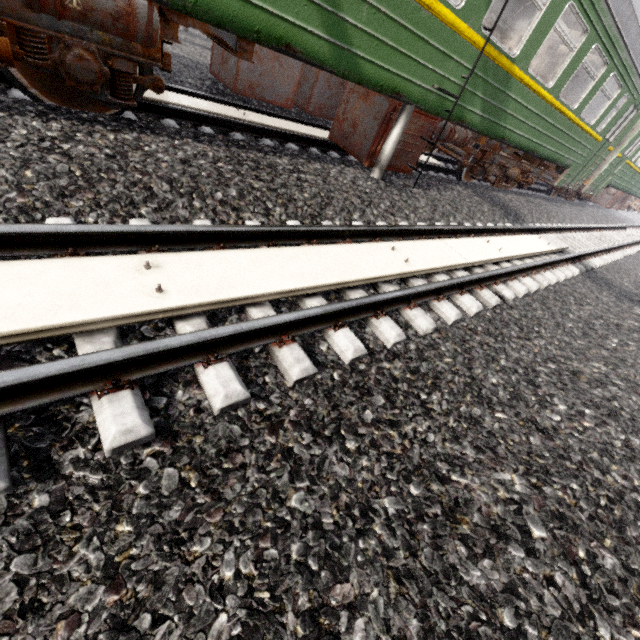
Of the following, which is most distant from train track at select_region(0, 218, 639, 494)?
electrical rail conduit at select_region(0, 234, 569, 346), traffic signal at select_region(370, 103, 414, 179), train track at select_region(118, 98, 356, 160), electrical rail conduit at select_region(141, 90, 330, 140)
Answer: electrical rail conduit at select_region(141, 90, 330, 140)

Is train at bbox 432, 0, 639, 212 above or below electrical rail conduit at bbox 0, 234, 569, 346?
above

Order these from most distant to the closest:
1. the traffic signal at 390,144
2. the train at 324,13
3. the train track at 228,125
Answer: the traffic signal at 390,144 → the train track at 228,125 → the train at 324,13

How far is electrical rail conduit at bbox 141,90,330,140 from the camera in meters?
4.6

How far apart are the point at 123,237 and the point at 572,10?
7.7 meters

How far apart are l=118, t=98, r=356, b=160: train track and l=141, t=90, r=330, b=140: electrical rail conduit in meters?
0.2 m

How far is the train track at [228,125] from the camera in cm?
420

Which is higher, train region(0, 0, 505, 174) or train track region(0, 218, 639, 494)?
train region(0, 0, 505, 174)
